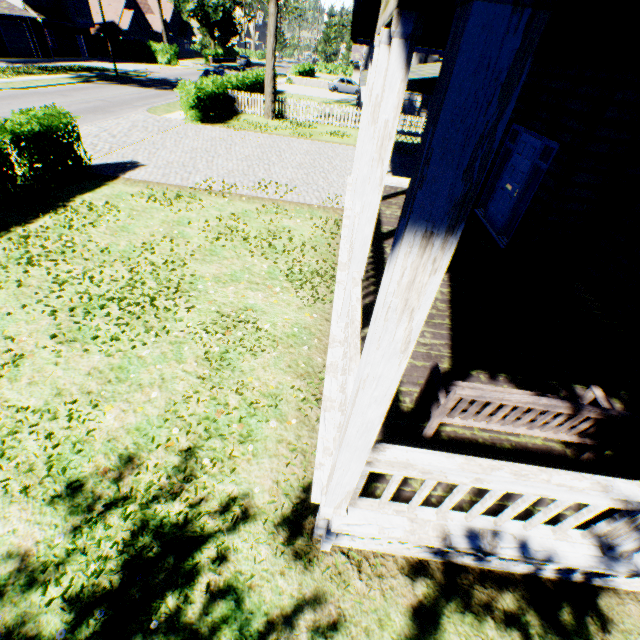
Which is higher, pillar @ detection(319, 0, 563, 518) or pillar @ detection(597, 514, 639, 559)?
pillar @ detection(319, 0, 563, 518)

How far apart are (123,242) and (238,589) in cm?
783

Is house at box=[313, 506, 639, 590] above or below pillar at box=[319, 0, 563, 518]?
below

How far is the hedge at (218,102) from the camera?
18.1m

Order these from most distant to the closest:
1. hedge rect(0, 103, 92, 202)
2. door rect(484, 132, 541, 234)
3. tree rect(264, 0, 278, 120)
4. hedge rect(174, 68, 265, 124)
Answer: tree rect(264, 0, 278, 120) < hedge rect(174, 68, 265, 124) < hedge rect(0, 103, 92, 202) < door rect(484, 132, 541, 234)

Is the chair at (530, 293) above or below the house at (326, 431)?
above

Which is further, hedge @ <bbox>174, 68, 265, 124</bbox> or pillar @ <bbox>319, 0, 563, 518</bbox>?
hedge @ <bbox>174, 68, 265, 124</bbox>

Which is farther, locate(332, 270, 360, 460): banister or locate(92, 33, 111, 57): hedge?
locate(92, 33, 111, 57): hedge
